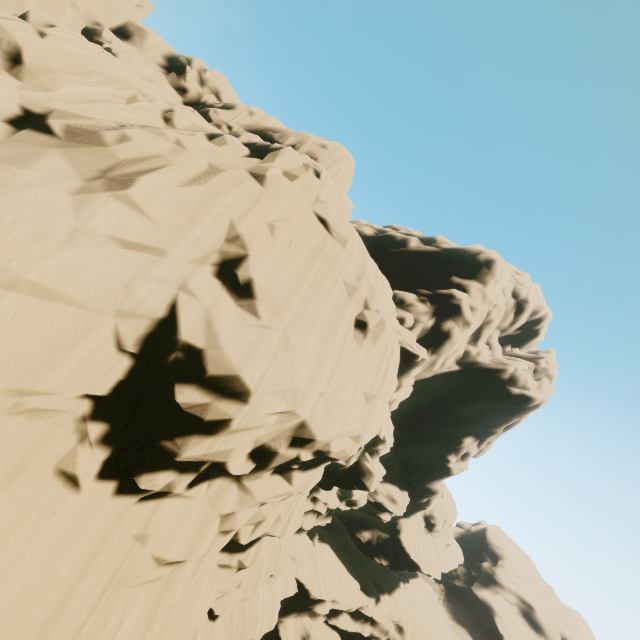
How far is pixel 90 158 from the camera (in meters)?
7.48
